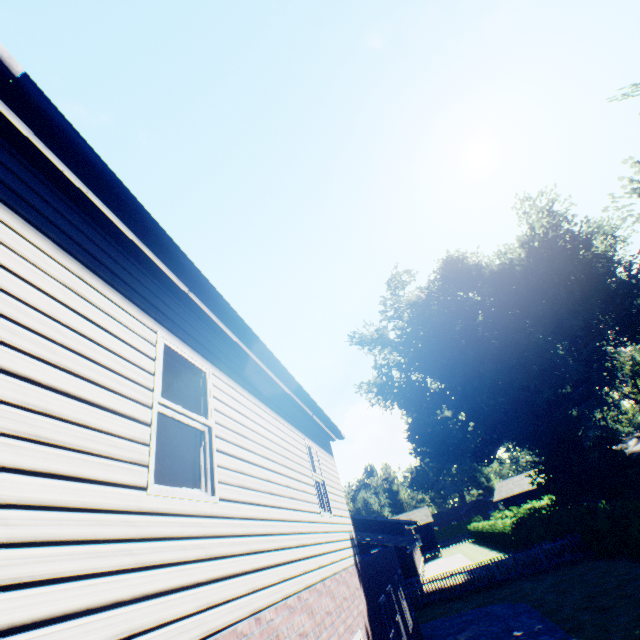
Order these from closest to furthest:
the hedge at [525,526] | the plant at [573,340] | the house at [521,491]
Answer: the hedge at [525,526] → the plant at [573,340] → the house at [521,491]

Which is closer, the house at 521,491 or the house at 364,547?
the house at 364,547

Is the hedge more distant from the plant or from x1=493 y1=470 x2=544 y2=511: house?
x1=493 y1=470 x2=544 y2=511: house

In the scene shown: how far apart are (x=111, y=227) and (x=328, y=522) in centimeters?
675cm

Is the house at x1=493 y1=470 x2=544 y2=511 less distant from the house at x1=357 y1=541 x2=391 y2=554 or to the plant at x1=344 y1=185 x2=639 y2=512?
the plant at x1=344 y1=185 x2=639 y2=512

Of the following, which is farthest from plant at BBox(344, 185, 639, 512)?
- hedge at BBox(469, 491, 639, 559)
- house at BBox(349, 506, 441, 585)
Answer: house at BBox(349, 506, 441, 585)

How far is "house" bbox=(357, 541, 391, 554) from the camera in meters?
26.2
